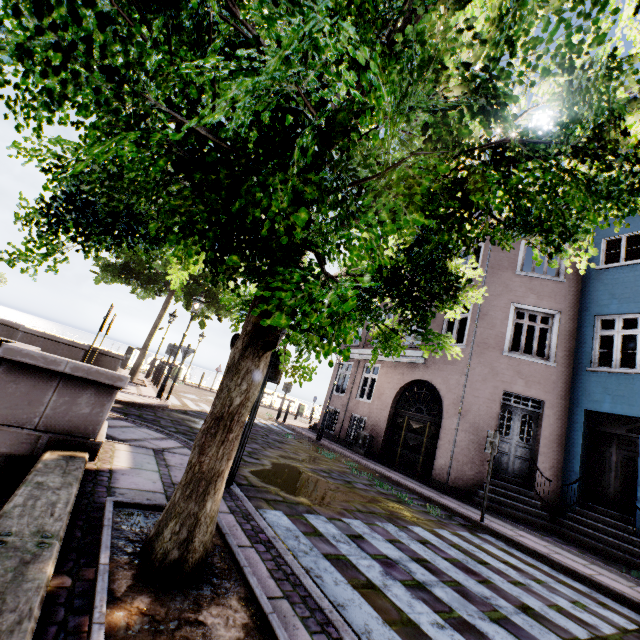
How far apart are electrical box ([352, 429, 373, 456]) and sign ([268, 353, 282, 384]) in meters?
9.3 m

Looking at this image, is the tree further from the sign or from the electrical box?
the electrical box

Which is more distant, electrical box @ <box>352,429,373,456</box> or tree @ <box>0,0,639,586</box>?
electrical box @ <box>352,429,373,456</box>

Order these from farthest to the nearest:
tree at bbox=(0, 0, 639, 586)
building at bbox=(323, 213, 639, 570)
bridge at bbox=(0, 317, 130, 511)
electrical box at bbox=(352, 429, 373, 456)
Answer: electrical box at bbox=(352, 429, 373, 456)
building at bbox=(323, 213, 639, 570)
bridge at bbox=(0, 317, 130, 511)
tree at bbox=(0, 0, 639, 586)

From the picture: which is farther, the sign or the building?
the building

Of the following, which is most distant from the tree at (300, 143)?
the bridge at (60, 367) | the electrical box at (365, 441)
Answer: the electrical box at (365, 441)

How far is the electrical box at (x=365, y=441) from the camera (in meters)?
12.71

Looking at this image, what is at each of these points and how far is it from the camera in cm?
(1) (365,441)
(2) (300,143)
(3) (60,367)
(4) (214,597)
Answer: (1) electrical box, 1280
(2) tree, 111
(3) bridge, 352
(4) tree planter, 204
